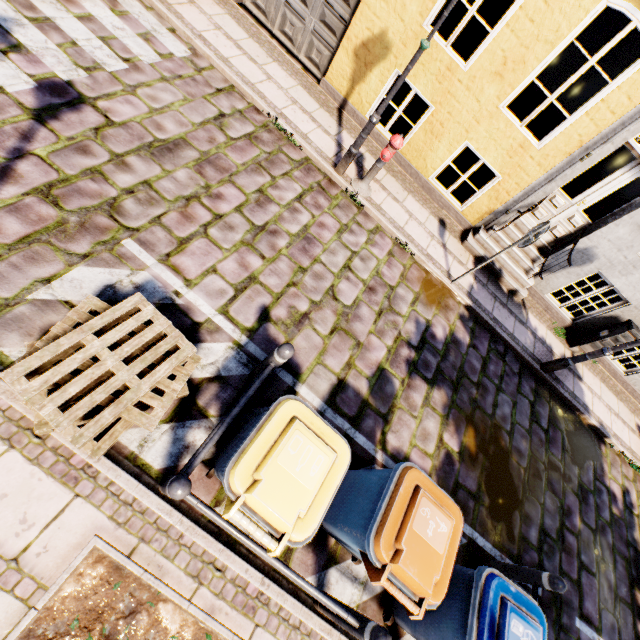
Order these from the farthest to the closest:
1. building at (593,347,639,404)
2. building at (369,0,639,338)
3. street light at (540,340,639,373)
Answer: building at (593,347,639,404), street light at (540,340,639,373), building at (369,0,639,338)

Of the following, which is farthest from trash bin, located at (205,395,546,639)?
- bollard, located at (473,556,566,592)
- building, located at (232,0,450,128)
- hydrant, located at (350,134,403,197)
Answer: building, located at (232,0,450,128)

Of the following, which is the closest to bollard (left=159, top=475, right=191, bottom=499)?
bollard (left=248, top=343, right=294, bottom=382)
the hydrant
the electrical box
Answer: bollard (left=248, top=343, right=294, bottom=382)

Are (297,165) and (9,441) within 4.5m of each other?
no

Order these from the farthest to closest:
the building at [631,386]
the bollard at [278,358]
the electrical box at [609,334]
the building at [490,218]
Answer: the building at [631,386] < the electrical box at [609,334] < the building at [490,218] < the bollard at [278,358]

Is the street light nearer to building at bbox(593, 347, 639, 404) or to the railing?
building at bbox(593, 347, 639, 404)

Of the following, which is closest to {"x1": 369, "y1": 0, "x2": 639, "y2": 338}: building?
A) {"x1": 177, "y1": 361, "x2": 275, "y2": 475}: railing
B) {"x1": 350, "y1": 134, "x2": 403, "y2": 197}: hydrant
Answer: {"x1": 350, "y1": 134, "x2": 403, "y2": 197}: hydrant

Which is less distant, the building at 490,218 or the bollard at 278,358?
the bollard at 278,358
